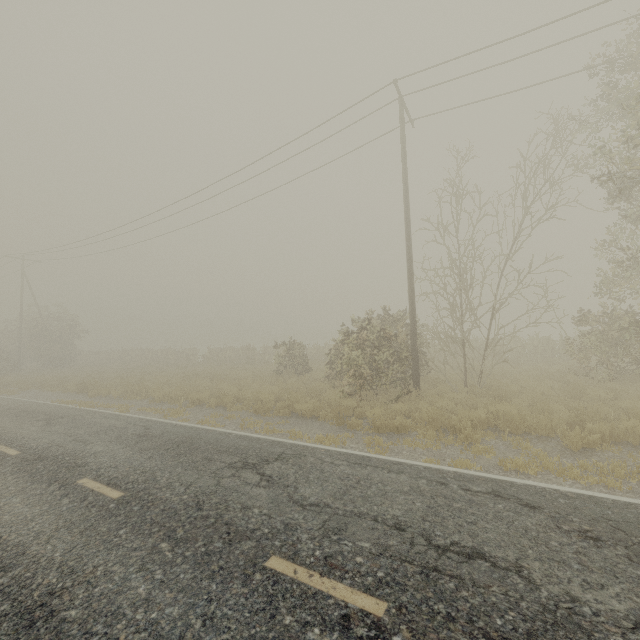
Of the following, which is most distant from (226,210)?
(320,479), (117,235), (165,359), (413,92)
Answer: (320,479)
